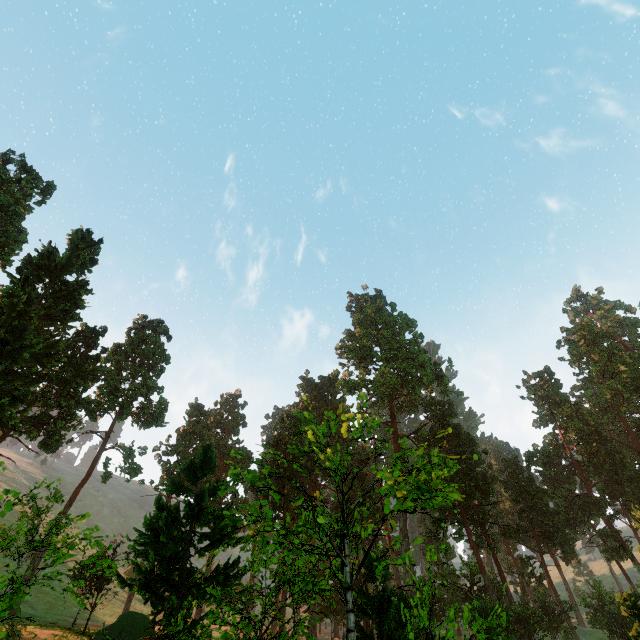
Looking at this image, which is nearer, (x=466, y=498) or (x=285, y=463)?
(x=285, y=463)
